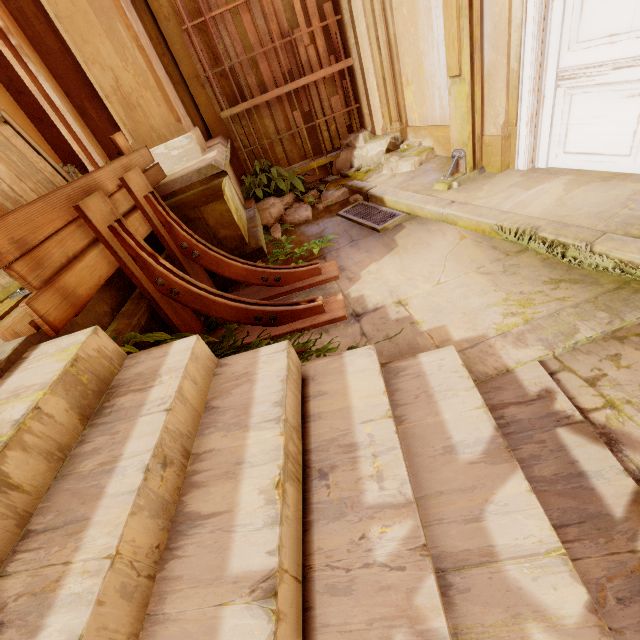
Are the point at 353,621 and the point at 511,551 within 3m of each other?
→ yes

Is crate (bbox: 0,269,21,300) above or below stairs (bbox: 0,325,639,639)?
above

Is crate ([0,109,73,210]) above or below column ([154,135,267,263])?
above

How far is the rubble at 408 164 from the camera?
4.9m

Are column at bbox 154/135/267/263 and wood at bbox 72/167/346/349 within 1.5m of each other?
yes

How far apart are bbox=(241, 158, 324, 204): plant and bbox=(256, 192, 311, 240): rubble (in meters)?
0.02

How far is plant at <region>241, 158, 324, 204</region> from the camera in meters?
5.4

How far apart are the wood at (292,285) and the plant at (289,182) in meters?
3.0 m
